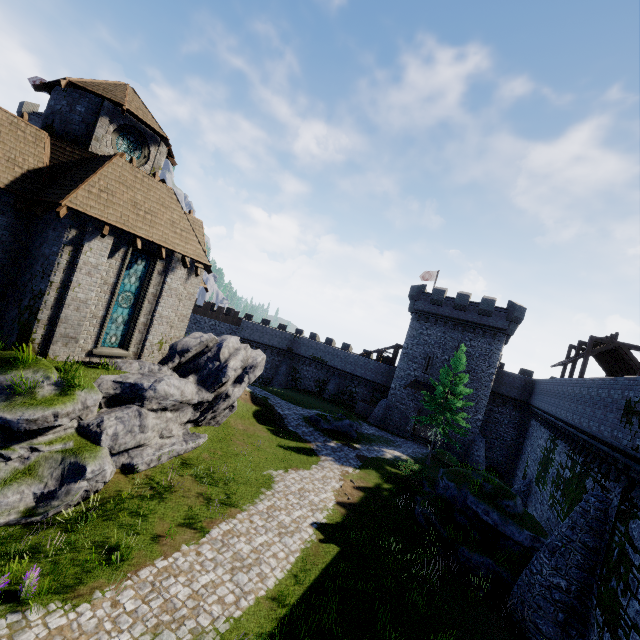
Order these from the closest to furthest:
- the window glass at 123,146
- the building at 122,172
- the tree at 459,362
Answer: the building at 122,172 → the window glass at 123,146 → the tree at 459,362

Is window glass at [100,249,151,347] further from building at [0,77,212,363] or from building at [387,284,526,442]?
building at [387,284,526,442]

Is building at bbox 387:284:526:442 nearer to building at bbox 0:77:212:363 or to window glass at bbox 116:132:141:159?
building at bbox 0:77:212:363

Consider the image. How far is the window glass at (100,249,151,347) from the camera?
14.53m

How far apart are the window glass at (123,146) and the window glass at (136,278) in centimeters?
592cm

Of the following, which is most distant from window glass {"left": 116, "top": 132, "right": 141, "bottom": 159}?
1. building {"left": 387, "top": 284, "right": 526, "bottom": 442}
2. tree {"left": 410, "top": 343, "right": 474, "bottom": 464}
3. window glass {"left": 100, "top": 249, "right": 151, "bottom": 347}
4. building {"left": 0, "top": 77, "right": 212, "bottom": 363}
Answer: building {"left": 387, "top": 284, "right": 526, "bottom": 442}

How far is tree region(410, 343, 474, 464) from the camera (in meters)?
26.17

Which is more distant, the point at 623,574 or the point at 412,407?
the point at 412,407
